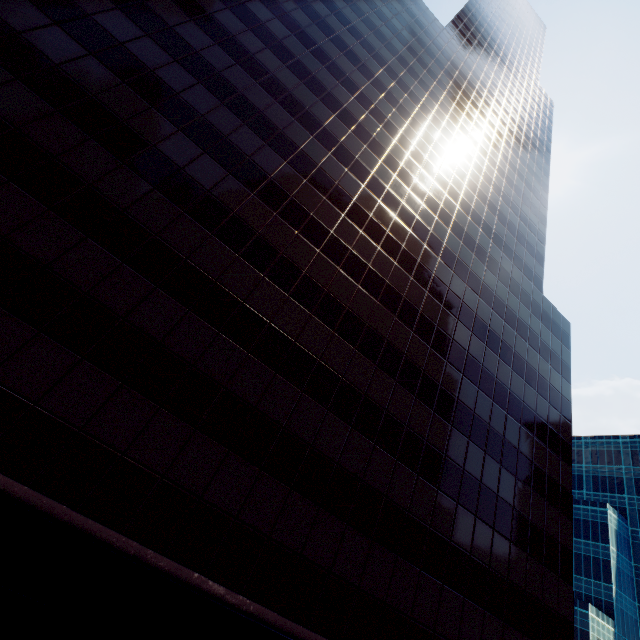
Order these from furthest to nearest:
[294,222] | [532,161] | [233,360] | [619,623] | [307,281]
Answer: [619,623]
[532,161]
[294,222]
[307,281]
[233,360]
